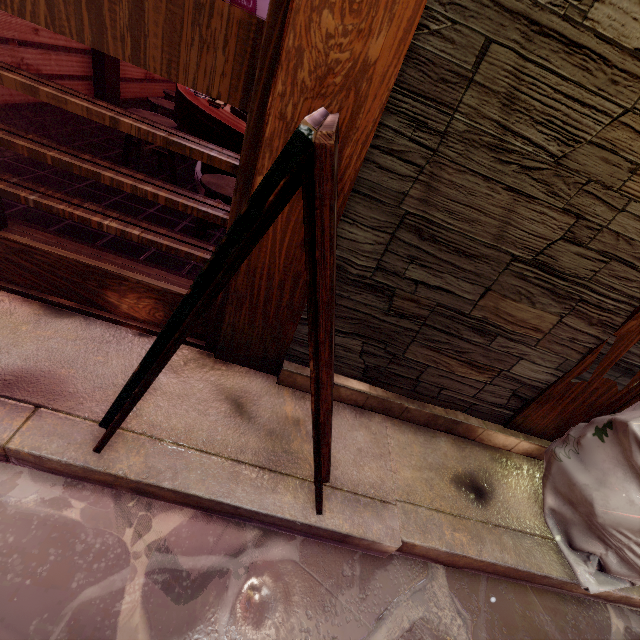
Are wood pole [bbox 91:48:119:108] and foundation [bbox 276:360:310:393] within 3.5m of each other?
no

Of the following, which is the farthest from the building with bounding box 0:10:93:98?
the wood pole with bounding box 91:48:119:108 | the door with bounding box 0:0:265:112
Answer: the door with bounding box 0:0:265:112

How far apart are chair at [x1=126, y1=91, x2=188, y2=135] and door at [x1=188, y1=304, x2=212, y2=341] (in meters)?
5.34

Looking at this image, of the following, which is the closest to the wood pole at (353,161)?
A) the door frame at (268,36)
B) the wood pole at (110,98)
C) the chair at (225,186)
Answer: the door frame at (268,36)

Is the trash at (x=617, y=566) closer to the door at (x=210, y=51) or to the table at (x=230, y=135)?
the table at (x=230, y=135)

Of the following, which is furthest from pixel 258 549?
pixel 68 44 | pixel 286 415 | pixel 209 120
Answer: pixel 68 44

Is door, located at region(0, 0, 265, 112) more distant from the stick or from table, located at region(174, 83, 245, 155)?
the stick

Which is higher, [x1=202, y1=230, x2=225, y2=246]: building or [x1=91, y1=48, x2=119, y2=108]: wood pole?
[x1=91, y1=48, x2=119, y2=108]: wood pole
